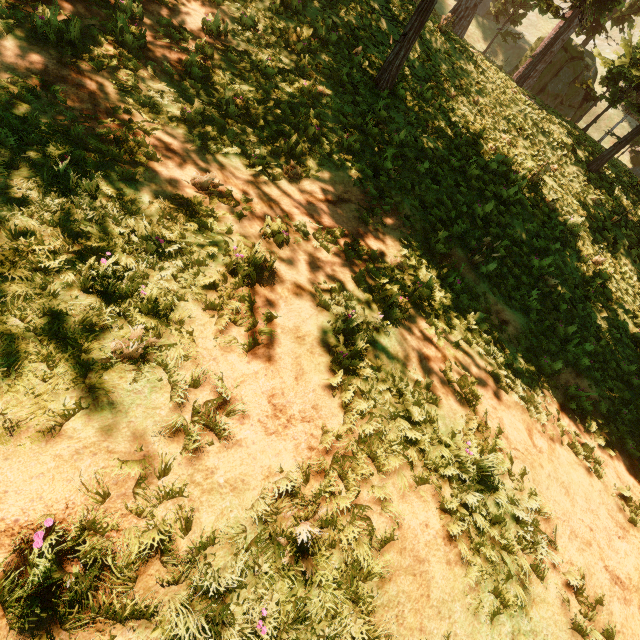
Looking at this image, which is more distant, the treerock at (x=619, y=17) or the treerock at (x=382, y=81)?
the treerock at (x=619, y=17)

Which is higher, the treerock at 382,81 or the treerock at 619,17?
the treerock at 619,17

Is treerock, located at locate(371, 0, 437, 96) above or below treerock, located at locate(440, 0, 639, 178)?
below

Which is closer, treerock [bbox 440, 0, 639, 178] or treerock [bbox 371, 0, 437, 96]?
treerock [bbox 371, 0, 437, 96]

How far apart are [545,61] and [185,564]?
33.8 meters
